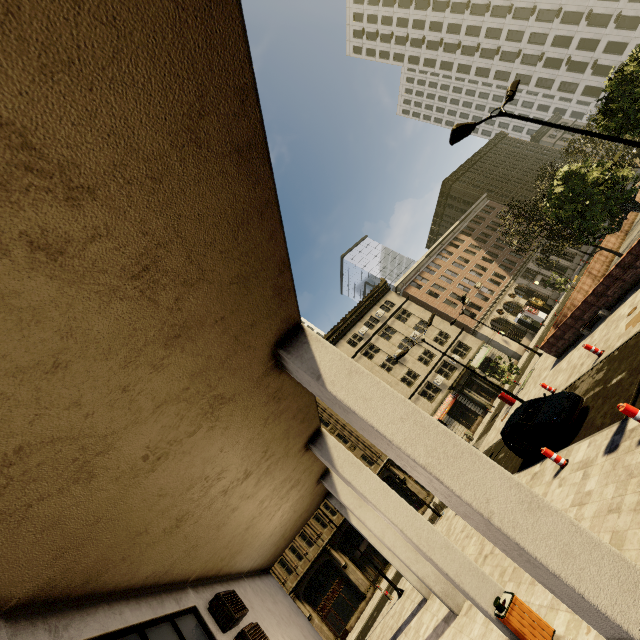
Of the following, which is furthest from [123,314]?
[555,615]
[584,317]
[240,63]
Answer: [584,317]

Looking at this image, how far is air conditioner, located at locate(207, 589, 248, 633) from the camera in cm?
716

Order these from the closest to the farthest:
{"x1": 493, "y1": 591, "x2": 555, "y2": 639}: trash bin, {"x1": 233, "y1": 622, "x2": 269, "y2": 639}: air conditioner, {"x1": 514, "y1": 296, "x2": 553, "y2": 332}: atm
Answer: {"x1": 493, "y1": 591, "x2": 555, "y2": 639}: trash bin, {"x1": 233, "y1": 622, "x2": 269, "y2": 639}: air conditioner, {"x1": 514, "y1": 296, "x2": 553, "y2": 332}: atm

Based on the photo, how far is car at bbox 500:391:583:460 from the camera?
11.10m

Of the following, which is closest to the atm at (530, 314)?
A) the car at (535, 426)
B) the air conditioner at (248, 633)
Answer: the car at (535, 426)

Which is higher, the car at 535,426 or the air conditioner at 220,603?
the air conditioner at 220,603

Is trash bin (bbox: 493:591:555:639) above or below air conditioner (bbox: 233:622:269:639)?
below

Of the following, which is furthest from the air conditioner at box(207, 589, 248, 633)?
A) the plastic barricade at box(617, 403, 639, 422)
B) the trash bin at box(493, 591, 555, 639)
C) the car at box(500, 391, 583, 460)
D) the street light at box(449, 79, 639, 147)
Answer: the street light at box(449, 79, 639, 147)
